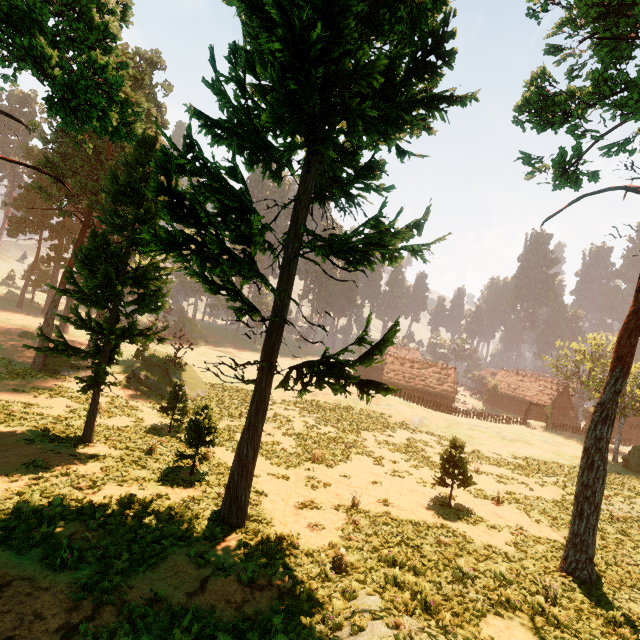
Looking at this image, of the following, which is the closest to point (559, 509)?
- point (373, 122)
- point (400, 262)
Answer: point (400, 262)

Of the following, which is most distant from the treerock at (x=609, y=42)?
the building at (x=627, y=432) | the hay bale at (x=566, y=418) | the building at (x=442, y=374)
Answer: the hay bale at (x=566, y=418)

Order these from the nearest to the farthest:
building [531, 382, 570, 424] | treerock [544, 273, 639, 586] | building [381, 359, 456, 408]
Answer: treerock [544, 273, 639, 586], building [381, 359, 456, 408], building [531, 382, 570, 424]

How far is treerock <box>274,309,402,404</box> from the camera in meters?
9.5 m

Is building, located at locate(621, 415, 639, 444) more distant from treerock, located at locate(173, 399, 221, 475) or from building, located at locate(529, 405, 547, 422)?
building, located at locate(529, 405, 547, 422)

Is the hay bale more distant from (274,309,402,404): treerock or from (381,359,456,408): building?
(274,309,402,404): treerock
